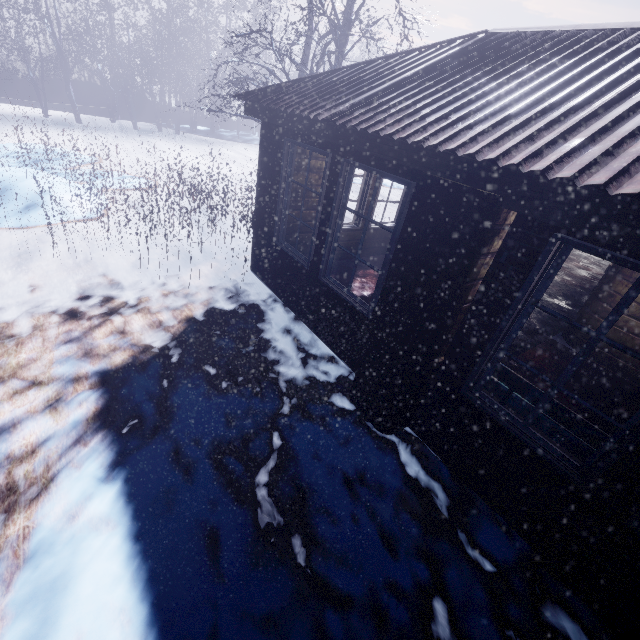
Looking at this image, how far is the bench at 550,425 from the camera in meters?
2.1 m

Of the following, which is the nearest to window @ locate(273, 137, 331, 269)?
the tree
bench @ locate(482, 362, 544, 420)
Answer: the tree

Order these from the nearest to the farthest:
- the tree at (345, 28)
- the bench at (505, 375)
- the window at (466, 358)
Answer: the window at (466, 358)
the bench at (505, 375)
the tree at (345, 28)

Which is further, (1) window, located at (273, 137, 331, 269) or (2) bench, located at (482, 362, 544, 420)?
(1) window, located at (273, 137, 331, 269)

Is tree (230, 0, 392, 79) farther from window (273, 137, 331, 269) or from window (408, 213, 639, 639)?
window (408, 213, 639, 639)

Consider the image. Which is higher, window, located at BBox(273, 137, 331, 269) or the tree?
the tree

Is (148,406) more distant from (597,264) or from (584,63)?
(597,264)

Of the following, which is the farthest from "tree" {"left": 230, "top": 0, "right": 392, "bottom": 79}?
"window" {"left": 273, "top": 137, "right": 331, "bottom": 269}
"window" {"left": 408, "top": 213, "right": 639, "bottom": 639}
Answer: "window" {"left": 408, "top": 213, "right": 639, "bottom": 639}
